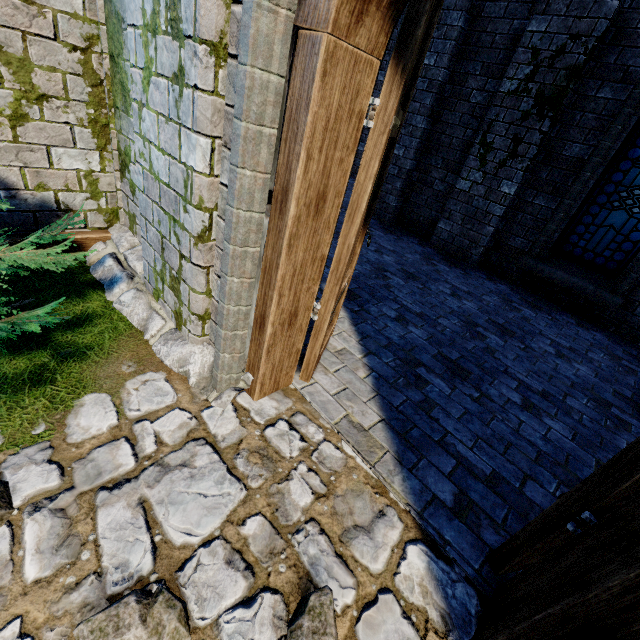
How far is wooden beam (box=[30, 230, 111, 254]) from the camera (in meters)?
3.06

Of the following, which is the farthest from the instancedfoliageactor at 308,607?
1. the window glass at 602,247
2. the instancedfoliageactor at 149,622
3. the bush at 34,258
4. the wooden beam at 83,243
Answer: the window glass at 602,247

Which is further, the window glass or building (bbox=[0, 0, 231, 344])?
the window glass

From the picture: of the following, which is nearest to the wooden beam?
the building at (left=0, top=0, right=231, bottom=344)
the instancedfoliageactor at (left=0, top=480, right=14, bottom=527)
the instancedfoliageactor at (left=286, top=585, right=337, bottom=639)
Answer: the building at (left=0, top=0, right=231, bottom=344)

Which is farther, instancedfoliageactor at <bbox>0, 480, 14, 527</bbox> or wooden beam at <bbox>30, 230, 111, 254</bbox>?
wooden beam at <bbox>30, 230, 111, 254</bbox>

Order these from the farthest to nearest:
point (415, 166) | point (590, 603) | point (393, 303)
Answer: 1. point (415, 166)
2. point (393, 303)
3. point (590, 603)

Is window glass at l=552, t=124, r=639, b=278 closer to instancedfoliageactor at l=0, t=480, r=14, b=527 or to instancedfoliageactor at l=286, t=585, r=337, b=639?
instancedfoliageactor at l=286, t=585, r=337, b=639

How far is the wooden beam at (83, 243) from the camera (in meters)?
3.06
